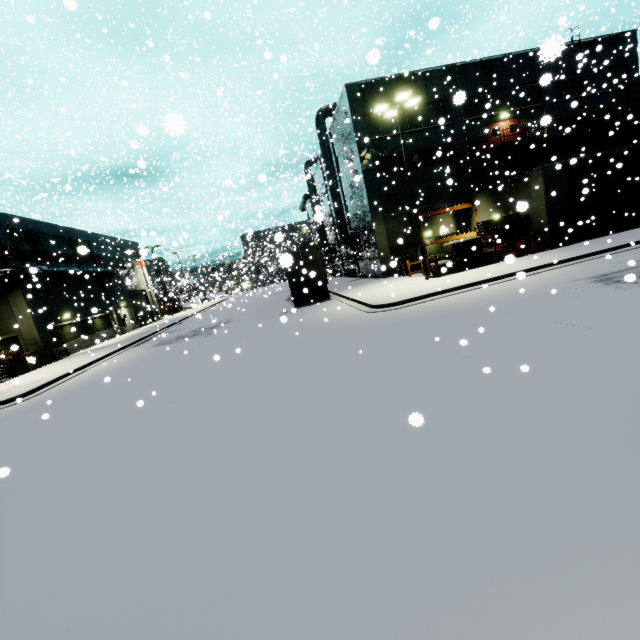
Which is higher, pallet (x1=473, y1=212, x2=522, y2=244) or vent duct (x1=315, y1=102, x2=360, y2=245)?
vent duct (x1=315, y1=102, x2=360, y2=245)

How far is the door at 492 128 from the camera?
26.05m

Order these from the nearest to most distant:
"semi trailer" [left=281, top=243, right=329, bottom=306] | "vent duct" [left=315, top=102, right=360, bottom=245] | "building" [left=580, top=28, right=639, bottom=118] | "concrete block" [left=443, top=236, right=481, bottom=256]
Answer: "concrete block" [left=443, top=236, right=481, bottom=256] → "semi trailer" [left=281, top=243, right=329, bottom=306] → "building" [left=580, top=28, right=639, bottom=118] → "vent duct" [left=315, top=102, right=360, bottom=245]

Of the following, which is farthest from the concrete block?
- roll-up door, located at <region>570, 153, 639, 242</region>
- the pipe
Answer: the pipe

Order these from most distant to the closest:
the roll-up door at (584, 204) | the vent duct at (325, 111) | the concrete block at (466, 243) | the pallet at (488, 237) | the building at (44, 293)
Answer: the vent duct at (325, 111), the building at (44, 293), the pallet at (488, 237), the roll-up door at (584, 204), the concrete block at (466, 243)

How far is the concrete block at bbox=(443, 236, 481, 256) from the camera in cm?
1891

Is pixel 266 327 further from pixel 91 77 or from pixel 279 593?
pixel 91 77

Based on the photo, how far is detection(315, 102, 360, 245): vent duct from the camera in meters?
29.1 m
